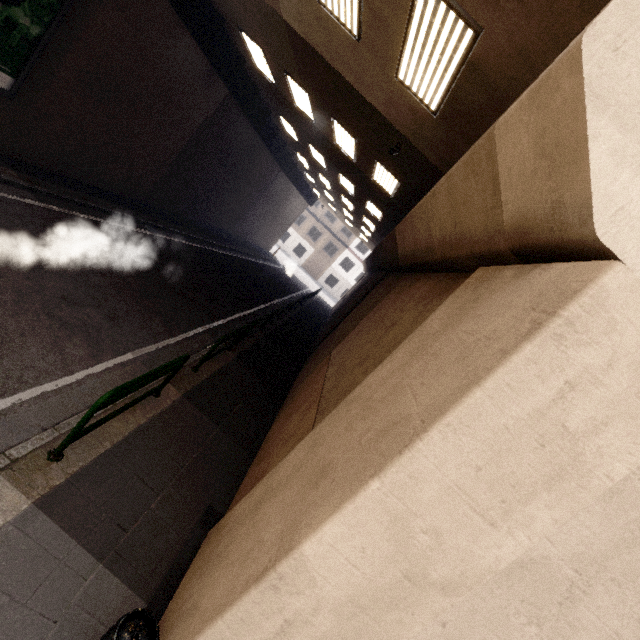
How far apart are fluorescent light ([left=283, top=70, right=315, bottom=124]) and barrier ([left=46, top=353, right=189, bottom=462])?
8.7 meters

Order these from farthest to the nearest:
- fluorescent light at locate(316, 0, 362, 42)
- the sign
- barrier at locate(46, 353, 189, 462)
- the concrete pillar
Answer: the sign < fluorescent light at locate(316, 0, 362, 42) < barrier at locate(46, 353, 189, 462) < the concrete pillar

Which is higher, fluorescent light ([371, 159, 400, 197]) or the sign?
fluorescent light ([371, 159, 400, 197])

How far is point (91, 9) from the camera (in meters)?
7.61

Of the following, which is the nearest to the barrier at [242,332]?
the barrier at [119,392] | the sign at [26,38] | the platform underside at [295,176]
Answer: the barrier at [119,392]

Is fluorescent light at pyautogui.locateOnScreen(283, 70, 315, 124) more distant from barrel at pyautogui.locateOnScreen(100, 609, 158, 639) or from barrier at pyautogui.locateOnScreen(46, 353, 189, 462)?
barrel at pyautogui.locateOnScreen(100, 609, 158, 639)

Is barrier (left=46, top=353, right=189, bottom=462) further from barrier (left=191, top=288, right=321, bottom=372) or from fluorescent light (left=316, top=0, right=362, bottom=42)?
fluorescent light (left=316, top=0, right=362, bottom=42)

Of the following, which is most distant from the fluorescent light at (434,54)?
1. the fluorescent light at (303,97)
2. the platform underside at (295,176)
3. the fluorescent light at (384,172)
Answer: the platform underside at (295,176)
